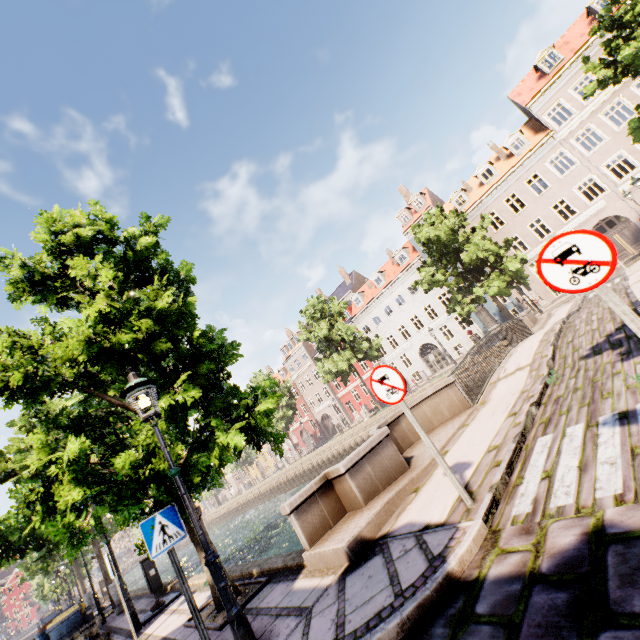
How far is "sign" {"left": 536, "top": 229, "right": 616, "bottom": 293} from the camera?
2.6m

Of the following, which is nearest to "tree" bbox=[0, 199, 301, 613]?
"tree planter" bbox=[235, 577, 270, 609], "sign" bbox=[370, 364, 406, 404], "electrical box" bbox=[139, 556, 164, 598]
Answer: "tree planter" bbox=[235, 577, 270, 609]

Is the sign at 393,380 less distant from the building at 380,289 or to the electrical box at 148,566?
the electrical box at 148,566

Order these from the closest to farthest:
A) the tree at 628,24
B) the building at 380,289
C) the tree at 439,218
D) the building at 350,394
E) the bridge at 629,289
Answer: the bridge at 629,289, the tree at 628,24, the tree at 439,218, the building at 380,289, the building at 350,394

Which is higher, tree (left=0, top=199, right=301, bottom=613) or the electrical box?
tree (left=0, top=199, right=301, bottom=613)

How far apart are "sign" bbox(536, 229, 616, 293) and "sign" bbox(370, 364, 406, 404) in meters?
1.9

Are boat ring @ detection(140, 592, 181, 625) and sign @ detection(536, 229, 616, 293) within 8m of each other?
no

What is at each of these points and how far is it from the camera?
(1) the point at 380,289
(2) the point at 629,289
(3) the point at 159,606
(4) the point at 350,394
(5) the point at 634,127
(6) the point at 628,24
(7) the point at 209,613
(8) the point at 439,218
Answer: (1) building, 38.03m
(2) bridge, 8.98m
(3) boat ring, 8.62m
(4) building, 44.34m
(5) tree, 15.48m
(6) tree, 15.11m
(7) tree planter, 5.91m
(8) tree, 22.69m
